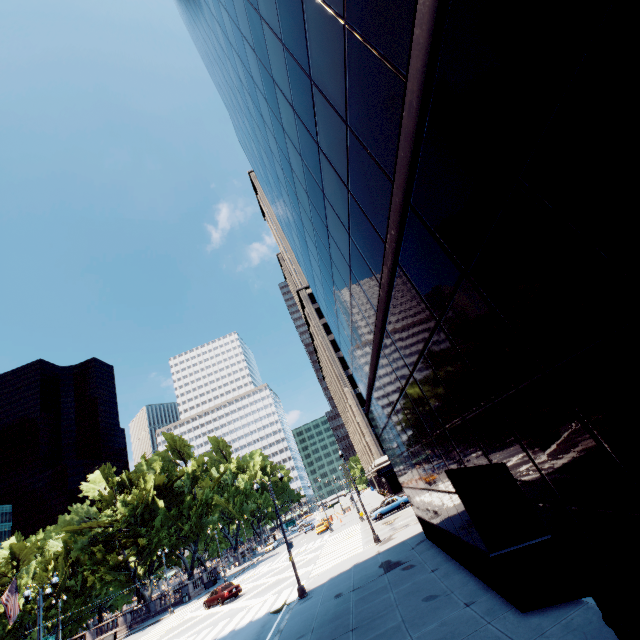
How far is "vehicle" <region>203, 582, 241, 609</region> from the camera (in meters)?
30.45

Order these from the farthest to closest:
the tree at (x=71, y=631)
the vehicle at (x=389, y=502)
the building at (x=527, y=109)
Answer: the tree at (x=71, y=631) < the vehicle at (x=389, y=502) < the building at (x=527, y=109)

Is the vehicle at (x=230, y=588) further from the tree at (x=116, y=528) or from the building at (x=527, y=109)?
the building at (x=527, y=109)

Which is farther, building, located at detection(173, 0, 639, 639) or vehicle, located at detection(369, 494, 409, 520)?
vehicle, located at detection(369, 494, 409, 520)

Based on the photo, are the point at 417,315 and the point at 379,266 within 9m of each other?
yes

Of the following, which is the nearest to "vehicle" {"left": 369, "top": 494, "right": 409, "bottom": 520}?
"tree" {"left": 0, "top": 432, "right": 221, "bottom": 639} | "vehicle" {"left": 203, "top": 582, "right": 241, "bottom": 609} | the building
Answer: "vehicle" {"left": 203, "top": 582, "right": 241, "bottom": 609}

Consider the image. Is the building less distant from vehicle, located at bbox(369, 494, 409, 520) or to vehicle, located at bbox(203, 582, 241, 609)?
vehicle, located at bbox(369, 494, 409, 520)

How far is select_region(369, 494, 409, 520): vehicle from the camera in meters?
37.0
